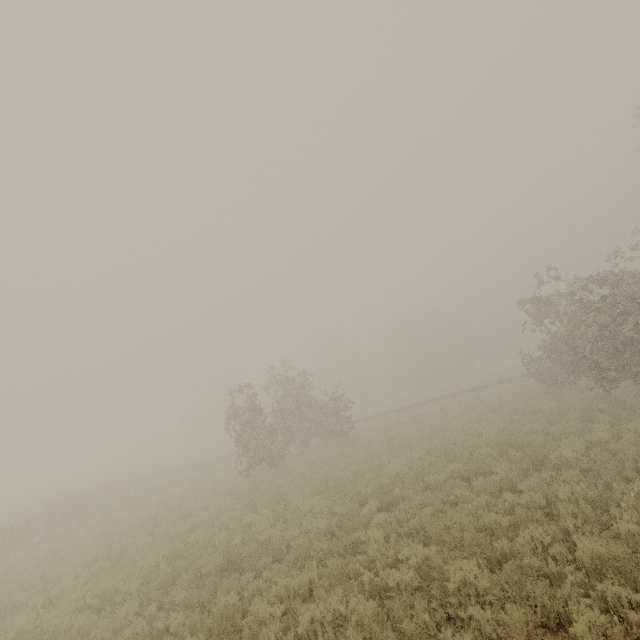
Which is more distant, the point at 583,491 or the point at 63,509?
the point at 63,509
